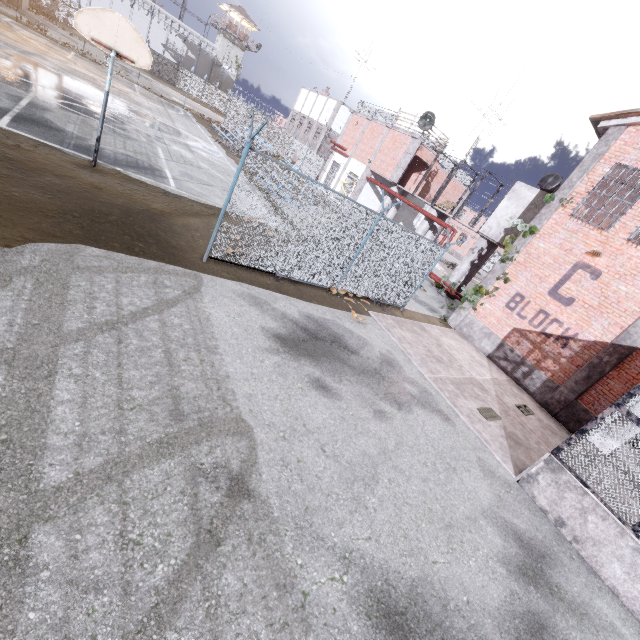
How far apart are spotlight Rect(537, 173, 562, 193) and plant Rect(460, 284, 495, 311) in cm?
831

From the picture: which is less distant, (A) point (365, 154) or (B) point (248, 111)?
(A) point (365, 154)

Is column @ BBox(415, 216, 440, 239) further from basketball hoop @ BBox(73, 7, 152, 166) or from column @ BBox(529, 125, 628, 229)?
basketball hoop @ BBox(73, 7, 152, 166)

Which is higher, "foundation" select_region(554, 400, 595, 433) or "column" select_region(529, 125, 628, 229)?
"column" select_region(529, 125, 628, 229)

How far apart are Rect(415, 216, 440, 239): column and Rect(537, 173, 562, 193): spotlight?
5.14m

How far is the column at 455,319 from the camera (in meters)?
14.30

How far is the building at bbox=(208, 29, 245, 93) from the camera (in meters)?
54.00
